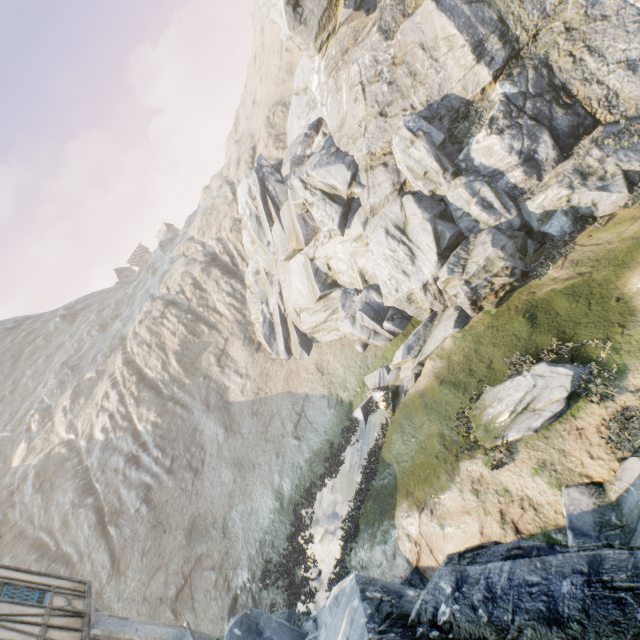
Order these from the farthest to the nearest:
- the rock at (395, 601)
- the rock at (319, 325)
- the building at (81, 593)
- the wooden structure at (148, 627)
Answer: the rock at (319, 325), the wooden structure at (148, 627), the building at (81, 593), the rock at (395, 601)

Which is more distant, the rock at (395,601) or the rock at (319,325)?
the rock at (319,325)

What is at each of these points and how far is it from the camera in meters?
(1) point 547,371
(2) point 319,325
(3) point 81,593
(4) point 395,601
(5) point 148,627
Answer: (1) rock, 10.4 m
(2) rock, 25.1 m
(3) building, 9.5 m
(4) rock, 7.3 m
(5) wooden structure, 9.6 m

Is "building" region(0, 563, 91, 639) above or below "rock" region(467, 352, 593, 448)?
above

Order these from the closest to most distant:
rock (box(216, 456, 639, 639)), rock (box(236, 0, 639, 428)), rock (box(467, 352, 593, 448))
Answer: rock (box(216, 456, 639, 639))
rock (box(467, 352, 593, 448))
rock (box(236, 0, 639, 428))

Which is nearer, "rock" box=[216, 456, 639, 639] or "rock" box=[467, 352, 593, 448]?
"rock" box=[216, 456, 639, 639]

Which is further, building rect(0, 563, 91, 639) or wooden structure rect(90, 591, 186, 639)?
wooden structure rect(90, 591, 186, 639)

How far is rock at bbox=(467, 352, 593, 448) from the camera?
9.7m
